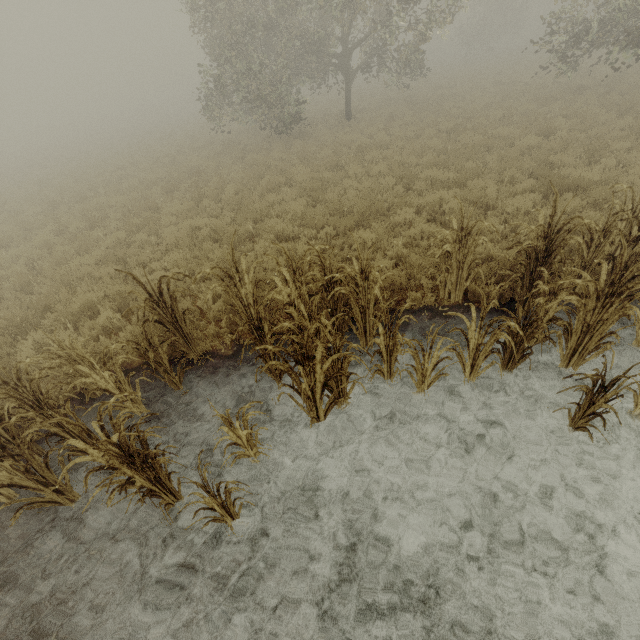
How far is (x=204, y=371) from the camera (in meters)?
5.64

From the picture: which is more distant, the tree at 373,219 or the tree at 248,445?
the tree at 373,219

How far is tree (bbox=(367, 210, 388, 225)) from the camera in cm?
819

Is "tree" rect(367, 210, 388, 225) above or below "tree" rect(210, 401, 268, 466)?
above

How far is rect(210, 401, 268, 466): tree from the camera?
3.6m

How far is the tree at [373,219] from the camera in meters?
8.2 m

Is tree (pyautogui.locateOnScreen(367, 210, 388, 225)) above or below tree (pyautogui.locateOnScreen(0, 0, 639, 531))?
above

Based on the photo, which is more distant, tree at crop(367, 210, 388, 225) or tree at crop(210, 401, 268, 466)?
tree at crop(367, 210, 388, 225)
